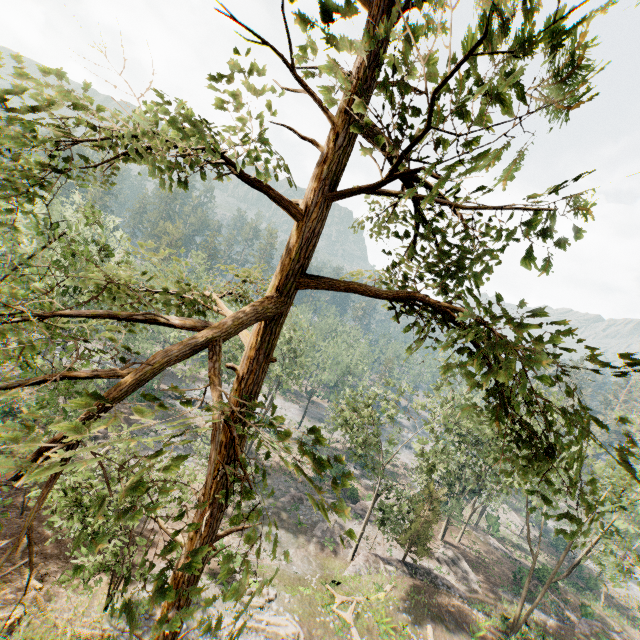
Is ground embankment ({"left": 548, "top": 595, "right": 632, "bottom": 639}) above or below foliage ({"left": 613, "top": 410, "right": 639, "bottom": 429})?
below

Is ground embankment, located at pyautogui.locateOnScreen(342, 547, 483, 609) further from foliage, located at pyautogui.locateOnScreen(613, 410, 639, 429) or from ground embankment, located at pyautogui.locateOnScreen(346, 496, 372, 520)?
ground embankment, located at pyautogui.locateOnScreen(346, 496, 372, 520)

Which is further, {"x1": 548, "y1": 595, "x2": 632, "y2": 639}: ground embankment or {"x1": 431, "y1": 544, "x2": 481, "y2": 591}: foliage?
{"x1": 431, "y1": 544, "x2": 481, "y2": 591}: foliage

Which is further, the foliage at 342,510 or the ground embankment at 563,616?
the ground embankment at 563,616

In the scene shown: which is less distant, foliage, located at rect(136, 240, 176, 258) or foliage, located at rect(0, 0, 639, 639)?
foliage, located at rect(0, 0, 639, 639)

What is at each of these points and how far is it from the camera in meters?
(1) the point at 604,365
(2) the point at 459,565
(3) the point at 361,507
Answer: (1) foliage, 4.5
(2) foliage, 34.4
(3) ground embankment, 39.4

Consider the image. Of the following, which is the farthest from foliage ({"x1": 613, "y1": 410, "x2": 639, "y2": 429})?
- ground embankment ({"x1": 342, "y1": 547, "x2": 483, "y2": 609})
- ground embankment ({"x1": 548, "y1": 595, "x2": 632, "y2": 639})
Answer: ground embankment ({"x1": 548, "y1": 595, "x2": 632, "y2": 639})

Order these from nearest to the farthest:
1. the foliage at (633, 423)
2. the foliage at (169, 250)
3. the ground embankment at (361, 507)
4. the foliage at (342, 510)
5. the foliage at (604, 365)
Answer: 1. the foliage at (342, 510)
2. the foliage at (633, 423)
3. the foliage at (604, 365)
4. the foliage at (169, 250)
5. the ground embankment at (361, 507)
